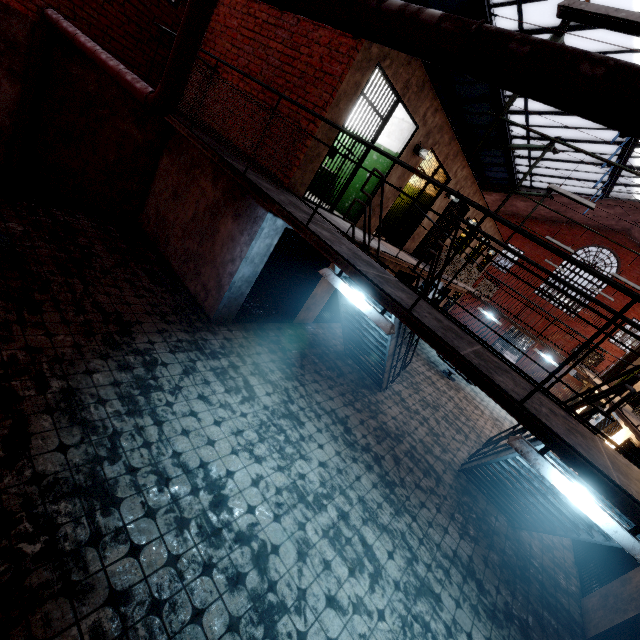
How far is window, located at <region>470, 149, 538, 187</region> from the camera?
15.35m

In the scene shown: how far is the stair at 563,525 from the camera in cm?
438

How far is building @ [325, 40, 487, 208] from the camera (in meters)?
5.00

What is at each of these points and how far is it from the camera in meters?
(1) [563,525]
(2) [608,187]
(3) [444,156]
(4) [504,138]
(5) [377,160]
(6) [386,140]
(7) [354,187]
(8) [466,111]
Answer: (1) stair, 5.0 m
(2) window, 15.3 m
(3) building, 8.2 m
(4) window, 13.9 m
(5) building, 7.5 m
(6) building, 7.4 m
(7) building, 7.8 m
(8) window, 13.0 m

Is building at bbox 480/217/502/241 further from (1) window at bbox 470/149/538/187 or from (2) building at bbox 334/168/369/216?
(1) window at bbox 470/149/538/187

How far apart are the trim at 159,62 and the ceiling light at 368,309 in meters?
6.1

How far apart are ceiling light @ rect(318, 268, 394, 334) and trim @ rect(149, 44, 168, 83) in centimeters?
611cm

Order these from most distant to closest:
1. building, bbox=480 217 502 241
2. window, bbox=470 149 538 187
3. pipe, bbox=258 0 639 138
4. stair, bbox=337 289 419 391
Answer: window, bbox=470 149 538 187, building, bbox=480 217 502 241, stair, bbox=337 289 419 391, pipe, bbox=258 0 639 138
